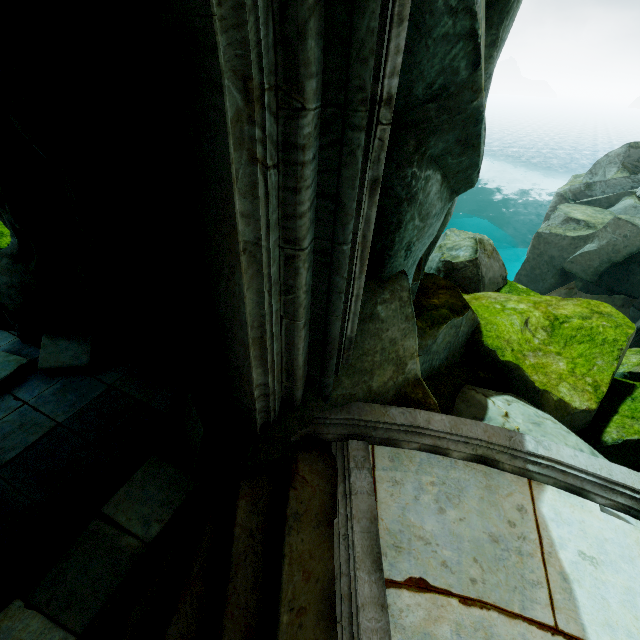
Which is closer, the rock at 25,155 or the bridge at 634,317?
the rock at 25,155

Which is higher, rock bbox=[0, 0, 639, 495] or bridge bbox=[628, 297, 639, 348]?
rock bbox=[0, 0, 639, 495]

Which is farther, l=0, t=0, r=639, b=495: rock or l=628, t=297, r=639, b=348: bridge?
l=628, t=297, r=639, b=348: bridge

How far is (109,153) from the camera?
3.73m

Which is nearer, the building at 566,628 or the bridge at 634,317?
the building at 566,628

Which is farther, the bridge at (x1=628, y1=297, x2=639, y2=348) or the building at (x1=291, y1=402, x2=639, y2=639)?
the bridge at (x1=628, y1=297, x2=639, y2=348)

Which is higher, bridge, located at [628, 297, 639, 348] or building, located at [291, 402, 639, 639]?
building, located at [291, 402, 639, 639]
